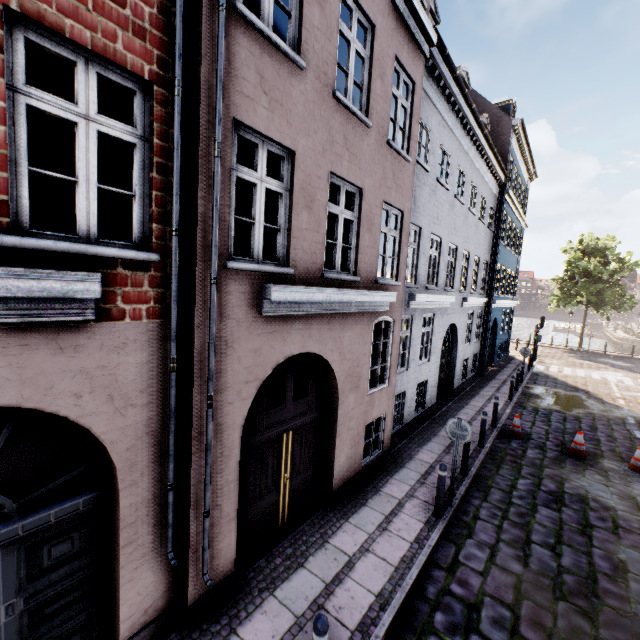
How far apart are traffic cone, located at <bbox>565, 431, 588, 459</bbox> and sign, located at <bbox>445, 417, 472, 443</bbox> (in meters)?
5.77

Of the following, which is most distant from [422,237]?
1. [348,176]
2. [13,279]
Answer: [13,279]

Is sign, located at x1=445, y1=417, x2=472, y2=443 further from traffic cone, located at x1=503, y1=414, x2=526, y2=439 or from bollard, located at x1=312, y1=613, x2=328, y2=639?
traffic cone, located at x1=503, y1=414, x2=526, y2=439

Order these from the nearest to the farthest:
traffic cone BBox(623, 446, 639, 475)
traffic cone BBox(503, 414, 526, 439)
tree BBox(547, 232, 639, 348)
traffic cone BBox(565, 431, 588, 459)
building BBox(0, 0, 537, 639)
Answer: building BBox(0, 0, 537, 639), traffic cone BBox(623, 446, 639, 475), traffic cone BBox(565, 431, 588, 459), traffic cone BBox(503, 414, 526, 439), tree BBox(547, 232, 639, 348)

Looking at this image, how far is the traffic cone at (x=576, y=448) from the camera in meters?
9.7 m

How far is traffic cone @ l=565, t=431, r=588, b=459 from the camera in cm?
966

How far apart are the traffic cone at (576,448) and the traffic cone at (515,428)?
1.06m

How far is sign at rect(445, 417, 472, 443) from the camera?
6.62m
